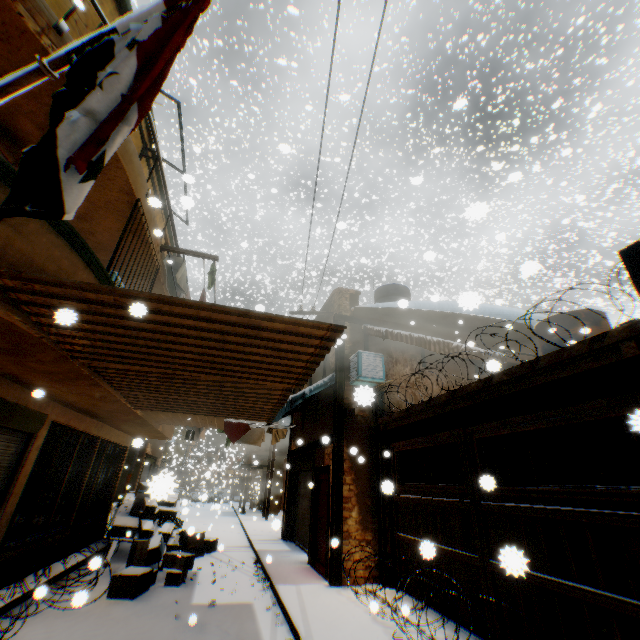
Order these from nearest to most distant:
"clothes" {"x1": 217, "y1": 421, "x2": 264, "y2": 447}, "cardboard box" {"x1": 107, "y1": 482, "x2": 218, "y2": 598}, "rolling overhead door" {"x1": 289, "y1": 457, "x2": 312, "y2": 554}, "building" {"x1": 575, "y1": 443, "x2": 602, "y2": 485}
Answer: "cardboard box" {"x1": 107, "y1": 482, "x2": 218, "y2": 598}, "building" {"x1": 575, "y1": 443, "x2": 602, "y2": 485}, "rolling overhead door" {"x1": 289, "y1": 457, "x2": 312, "y2": 554}, "clothes" {"x1": 217, "y1": 421, "x2": 264, "y2": 447}

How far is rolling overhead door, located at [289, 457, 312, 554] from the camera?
11.1m

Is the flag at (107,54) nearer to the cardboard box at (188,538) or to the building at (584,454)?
the building at (584,454)

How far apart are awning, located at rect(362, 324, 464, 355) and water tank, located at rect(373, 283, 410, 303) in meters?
2.2 m

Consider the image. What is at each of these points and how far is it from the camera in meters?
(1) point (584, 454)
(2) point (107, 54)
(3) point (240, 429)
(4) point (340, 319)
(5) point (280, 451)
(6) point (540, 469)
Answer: (1) building, 9.1 m
(2) flag, 2.3 m
(3) clothes, 13.1 m
(4) wooden beam, 10.3 m
(5) building, 24.8 m
(6) building, 9.5 m

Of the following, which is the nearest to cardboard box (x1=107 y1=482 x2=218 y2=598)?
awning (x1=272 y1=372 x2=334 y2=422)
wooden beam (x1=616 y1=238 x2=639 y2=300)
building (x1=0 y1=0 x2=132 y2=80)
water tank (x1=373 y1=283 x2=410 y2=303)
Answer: building (x1=0 y1=0 x2=132 y2=80)

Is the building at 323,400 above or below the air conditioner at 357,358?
below

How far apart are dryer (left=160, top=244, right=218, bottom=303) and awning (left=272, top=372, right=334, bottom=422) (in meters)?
2.71
